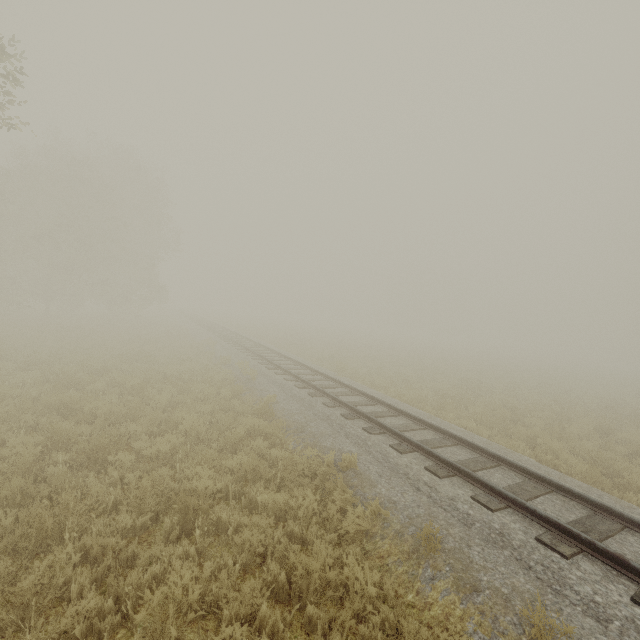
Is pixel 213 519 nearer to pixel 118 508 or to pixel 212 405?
pixel 118 508
